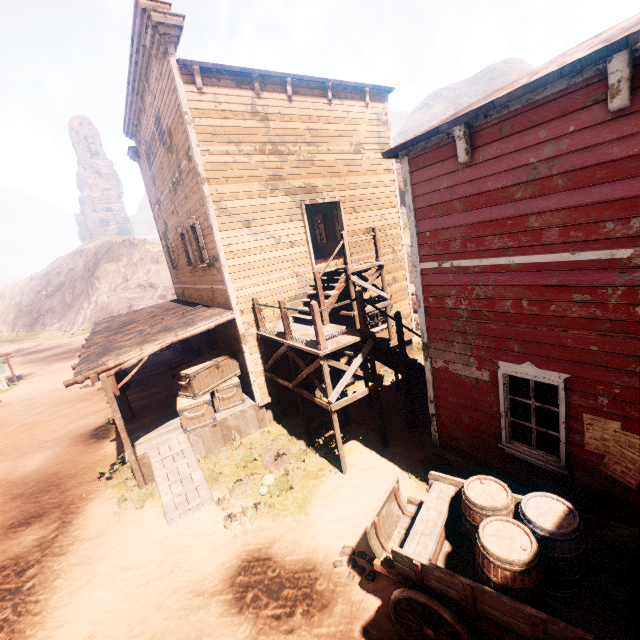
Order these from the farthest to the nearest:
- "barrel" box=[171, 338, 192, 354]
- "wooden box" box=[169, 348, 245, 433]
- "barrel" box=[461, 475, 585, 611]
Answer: "barrel" box=[171, 338, 192, 354] → "wooden box" box=[169, 348, 245, 433] → "barrel" box=[461, 475, 585, 611]

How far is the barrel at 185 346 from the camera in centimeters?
1892cm

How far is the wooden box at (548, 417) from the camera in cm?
523

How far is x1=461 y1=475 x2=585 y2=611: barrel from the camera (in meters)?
3.60

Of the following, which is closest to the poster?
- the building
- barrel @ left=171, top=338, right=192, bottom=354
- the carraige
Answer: the building

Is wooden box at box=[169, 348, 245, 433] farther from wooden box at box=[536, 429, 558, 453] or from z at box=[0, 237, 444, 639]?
wooden box at box=[536, 429, 558, 453]

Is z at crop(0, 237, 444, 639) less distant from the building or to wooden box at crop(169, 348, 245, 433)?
the building

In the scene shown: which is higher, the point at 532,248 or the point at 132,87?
the point at 132,87
